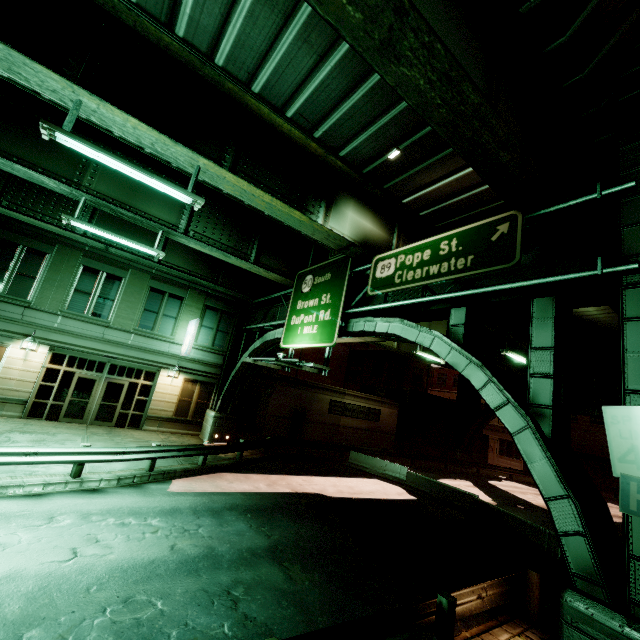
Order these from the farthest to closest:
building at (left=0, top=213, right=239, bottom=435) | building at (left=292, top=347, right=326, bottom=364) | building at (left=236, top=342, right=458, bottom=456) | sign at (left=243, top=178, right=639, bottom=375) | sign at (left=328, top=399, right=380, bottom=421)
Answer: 1. building at (left=292, top=347, right=326, bottom=364)
2. sign at (left=328, top=399, right=380, bottom=421)
3. building at (left=236, top=342, right=458, bottom=456)
4. building at (left=0, top=213, right=239, bottom=435)
5. sign at (left=243, top=178, right=639, bottom=375)

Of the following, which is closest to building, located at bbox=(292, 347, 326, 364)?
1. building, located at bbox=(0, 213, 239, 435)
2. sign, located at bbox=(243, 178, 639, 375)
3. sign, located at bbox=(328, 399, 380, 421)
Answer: sign, located at bbox=(328, 399, 380, 421)

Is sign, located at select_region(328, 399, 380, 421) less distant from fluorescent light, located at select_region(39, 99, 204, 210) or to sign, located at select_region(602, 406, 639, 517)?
fluorescent light, located at select_region(39, 99, 204, 210)

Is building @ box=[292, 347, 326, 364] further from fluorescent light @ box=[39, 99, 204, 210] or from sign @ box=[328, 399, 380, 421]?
fluorescent light @ box=[39, 99, 204, 210]

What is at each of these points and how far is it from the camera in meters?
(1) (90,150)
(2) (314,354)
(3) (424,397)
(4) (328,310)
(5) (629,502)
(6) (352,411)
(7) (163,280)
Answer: (1) fluorescent light, 7.0
(2) building, 37.3
(3) building, 32.6
(4) sign, 12.4
(5) sign, 4.9
(6) sign, 27.8
(7) building, 20.1

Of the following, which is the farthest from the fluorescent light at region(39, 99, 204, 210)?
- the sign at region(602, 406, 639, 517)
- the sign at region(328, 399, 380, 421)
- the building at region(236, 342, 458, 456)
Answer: the sign at region(328, 399, 380, 421)

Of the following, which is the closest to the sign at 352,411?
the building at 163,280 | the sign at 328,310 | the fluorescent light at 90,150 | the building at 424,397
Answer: the building at 424,397

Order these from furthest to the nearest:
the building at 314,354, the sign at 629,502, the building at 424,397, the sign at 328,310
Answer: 1. the building at 314,354
2. the building at 424,397
3. the sign at 328,310
4. the sign at 629,502
